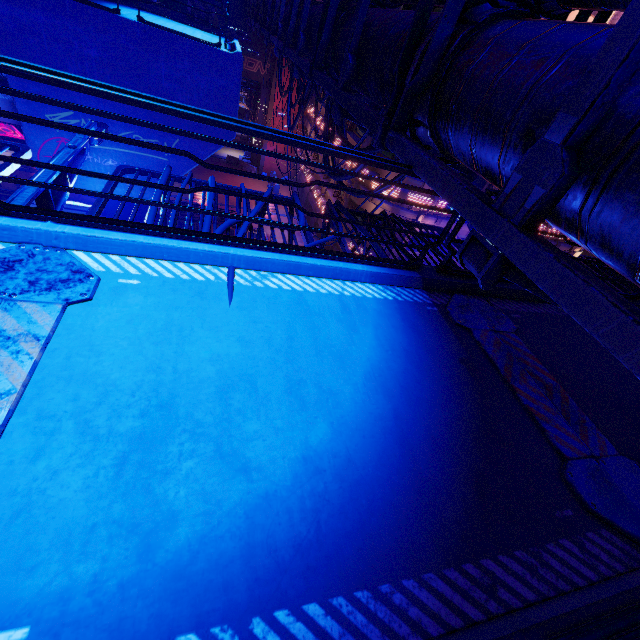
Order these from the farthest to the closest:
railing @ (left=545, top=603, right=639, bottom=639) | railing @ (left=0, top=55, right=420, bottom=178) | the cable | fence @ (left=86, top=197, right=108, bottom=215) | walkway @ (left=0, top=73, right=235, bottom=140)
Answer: walkway @ (left=0, top=73, right=235, bottom=140)
the cable
fence @ (left=86, top=197, right=108, bottom=215)
railing @ (left=0, top=55, right=420, bottom=178)
railing @ (left=545, top=603, right=639, bottom=639)

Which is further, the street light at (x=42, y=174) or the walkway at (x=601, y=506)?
the street light at (x=42, y=174)

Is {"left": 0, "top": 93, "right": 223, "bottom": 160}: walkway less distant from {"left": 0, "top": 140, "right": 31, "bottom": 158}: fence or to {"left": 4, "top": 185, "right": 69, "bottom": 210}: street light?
{"left": 4, "top": 185, "right": 69, "bottom": 210}: street light

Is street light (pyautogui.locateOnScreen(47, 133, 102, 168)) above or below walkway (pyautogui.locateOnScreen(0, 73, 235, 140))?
Answer: above

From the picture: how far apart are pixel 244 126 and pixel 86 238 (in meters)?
1.87

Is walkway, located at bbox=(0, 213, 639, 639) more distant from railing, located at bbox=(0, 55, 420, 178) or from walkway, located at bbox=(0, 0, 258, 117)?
walkway, located at bbox=(0, 0, 258, 117)

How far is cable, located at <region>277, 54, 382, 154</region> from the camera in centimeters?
731cm

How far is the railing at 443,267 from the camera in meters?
4.2
